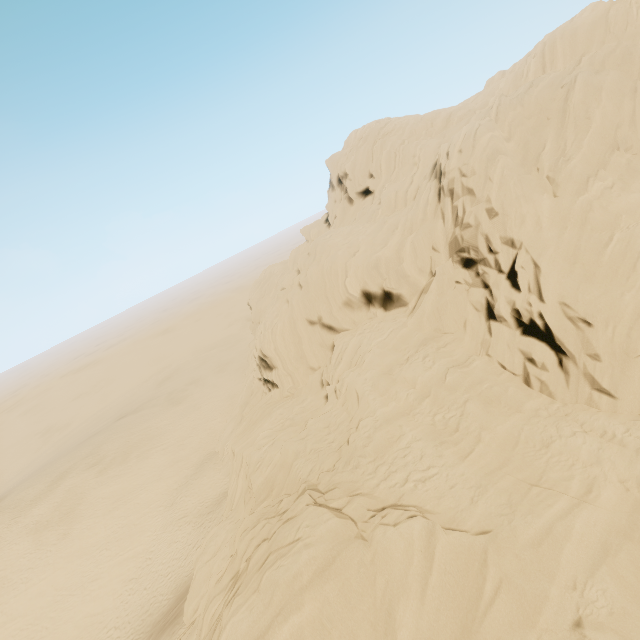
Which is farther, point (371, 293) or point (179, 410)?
point (179, 410)
